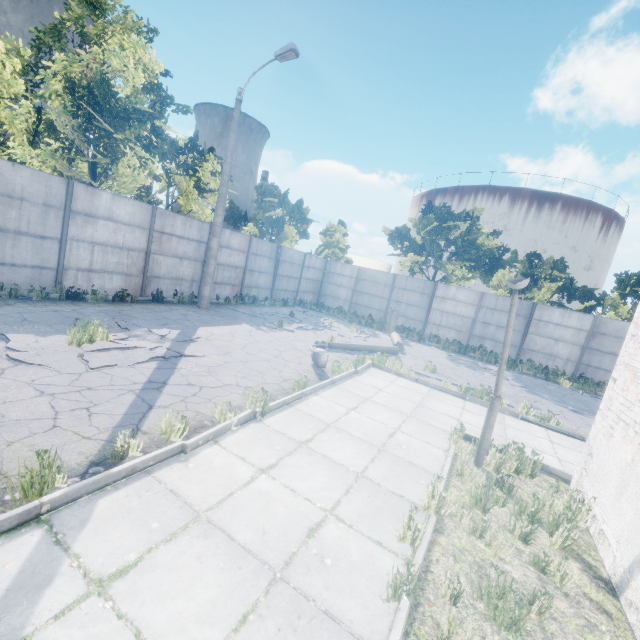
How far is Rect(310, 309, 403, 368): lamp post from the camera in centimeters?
888cm

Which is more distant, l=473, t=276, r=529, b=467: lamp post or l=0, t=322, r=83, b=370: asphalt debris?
l=0, t=322, r=83, b=370: asphalt debris

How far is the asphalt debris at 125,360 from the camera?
6.88m

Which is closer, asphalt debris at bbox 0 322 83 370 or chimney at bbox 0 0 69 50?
asphalt debris at bbox 0 322 83 370

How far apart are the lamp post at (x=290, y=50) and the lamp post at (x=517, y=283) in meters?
11.3 m

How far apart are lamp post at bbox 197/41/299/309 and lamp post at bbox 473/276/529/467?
11.33m

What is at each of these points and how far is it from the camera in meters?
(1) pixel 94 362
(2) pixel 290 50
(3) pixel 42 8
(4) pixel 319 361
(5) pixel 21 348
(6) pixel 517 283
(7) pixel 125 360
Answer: (1) asphalt debris, 6.2 m
(2) lamp post, 11.4 m
(3) chimney, 55.3 m
(4) lamp post, 8.8 m
(5) asphalt debris, 6.1 m
(6) lamp post, 4.9 m
(7) asphalt debris, 6.7 m

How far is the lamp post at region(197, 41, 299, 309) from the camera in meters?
11.6 m
